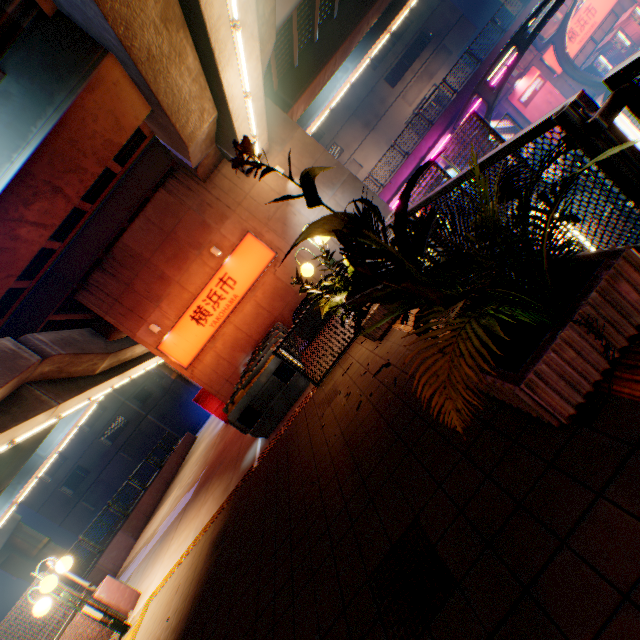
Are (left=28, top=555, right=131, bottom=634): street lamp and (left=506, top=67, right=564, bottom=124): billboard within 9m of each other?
no

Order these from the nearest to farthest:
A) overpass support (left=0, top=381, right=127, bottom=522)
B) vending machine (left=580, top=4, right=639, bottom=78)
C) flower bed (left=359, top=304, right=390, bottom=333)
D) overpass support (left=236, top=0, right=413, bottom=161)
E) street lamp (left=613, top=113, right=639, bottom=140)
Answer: flower bed (left=359, top=304, right=390, bottom=333) → street lamp (left=613, top=113, right=639, bottom=140) → overpass support (left=236, top=0, right=413, bottom=161) → overpass support (left=0, top=381, right=127, bottom=522) → vending machine (left=580, top=4, right=639, bottom=78)

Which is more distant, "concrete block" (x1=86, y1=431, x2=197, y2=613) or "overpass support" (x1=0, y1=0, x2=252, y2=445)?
"concrete block" (x1=86, y1=431, x2=197, y2=613)

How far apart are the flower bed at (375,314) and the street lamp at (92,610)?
7.5m

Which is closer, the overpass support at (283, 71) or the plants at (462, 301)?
the plants at (462, 301)

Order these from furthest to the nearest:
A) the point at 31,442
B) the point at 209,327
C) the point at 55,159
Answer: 1. the point at 31,442
2. the point at 209,327
3. the point at 55,159

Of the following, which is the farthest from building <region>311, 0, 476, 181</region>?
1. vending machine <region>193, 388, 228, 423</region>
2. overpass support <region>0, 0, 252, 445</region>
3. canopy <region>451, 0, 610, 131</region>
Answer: vending machine <region>193, 388, 228, 423</region>

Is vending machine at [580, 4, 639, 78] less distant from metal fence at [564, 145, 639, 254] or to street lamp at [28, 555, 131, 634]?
metal fence at [564, 145, 639, 254]
